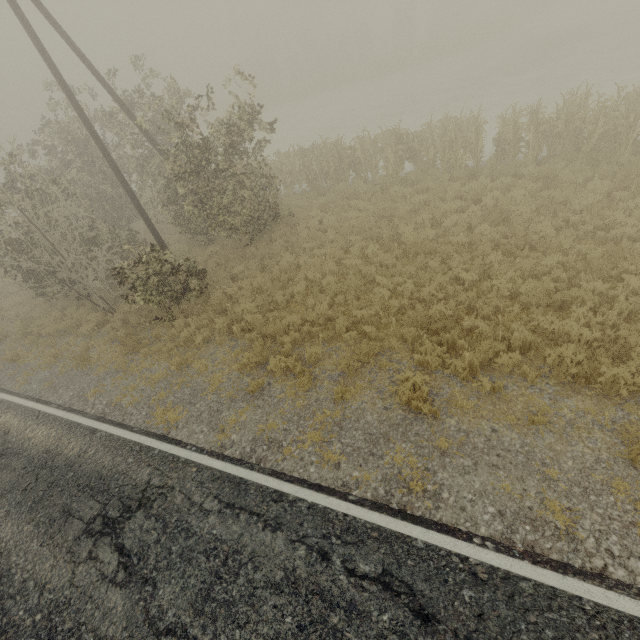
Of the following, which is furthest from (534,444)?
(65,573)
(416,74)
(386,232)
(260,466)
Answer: (416,74)
